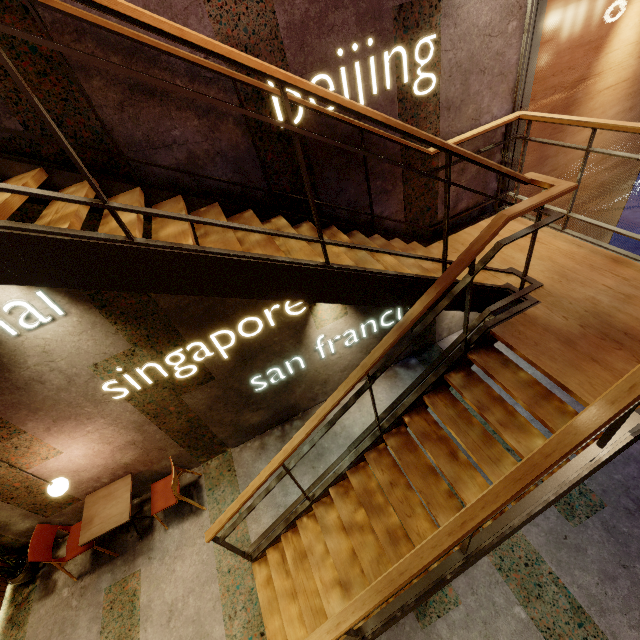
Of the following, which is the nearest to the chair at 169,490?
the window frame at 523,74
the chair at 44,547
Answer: the chair at 44,547

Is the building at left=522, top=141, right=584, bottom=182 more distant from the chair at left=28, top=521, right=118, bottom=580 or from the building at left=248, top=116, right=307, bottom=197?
the chair at left=28, top=521, right=118, bottom=580

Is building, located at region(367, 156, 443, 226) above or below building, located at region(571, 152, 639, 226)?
above

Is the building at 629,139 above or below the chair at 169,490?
above

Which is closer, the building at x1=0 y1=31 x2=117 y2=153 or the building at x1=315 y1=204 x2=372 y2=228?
the building at x1=0 y1=31 x2=117 y2=153

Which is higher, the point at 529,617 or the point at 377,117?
the point at 377,117

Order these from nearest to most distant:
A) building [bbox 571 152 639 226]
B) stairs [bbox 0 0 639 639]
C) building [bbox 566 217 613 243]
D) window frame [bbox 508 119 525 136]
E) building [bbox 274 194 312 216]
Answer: stairs [bbox 0 0 639 639], building [bbox 274 194 312 216], window frame [bbox 508 119 525 136], building [bbox 571 152 639 226], building [bbox 566 217 613 243]

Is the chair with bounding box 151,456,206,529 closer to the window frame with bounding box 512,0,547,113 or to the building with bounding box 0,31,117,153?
the building with bounding box 0,31,117,153
